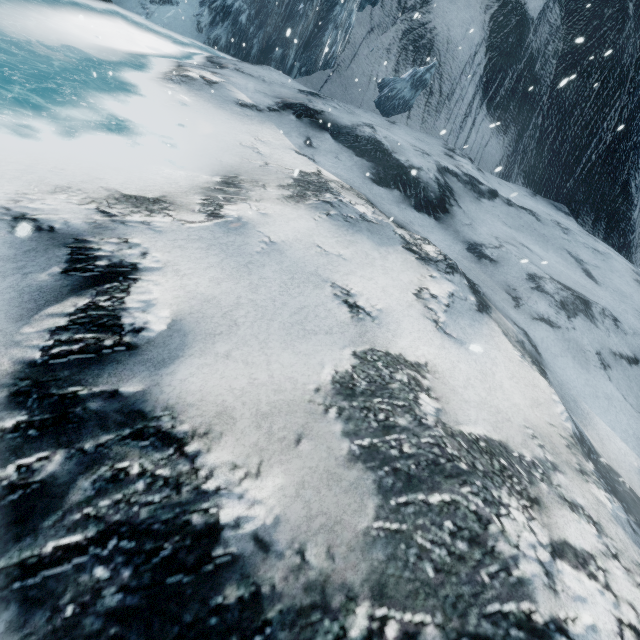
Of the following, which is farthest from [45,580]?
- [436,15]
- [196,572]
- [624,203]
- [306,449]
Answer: [624,203]
